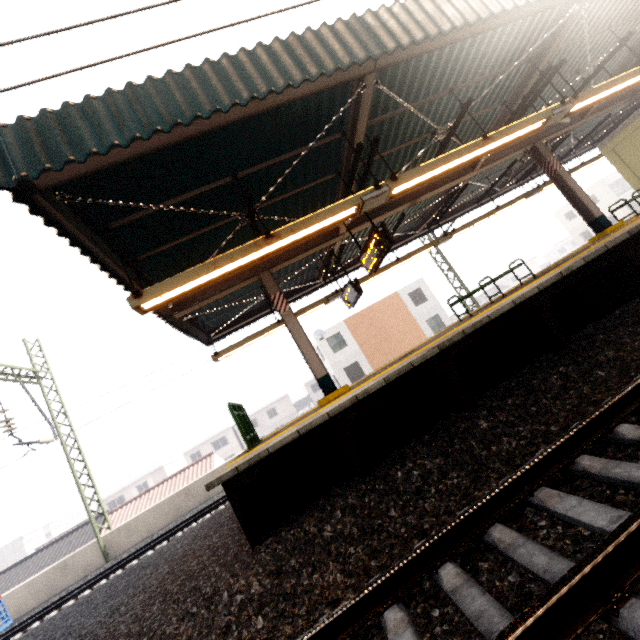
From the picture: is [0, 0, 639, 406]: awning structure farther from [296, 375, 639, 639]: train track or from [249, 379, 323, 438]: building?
[249, 379, 323, 438]: building

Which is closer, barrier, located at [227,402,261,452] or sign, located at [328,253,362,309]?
barrier, located at [227,402,261,452]

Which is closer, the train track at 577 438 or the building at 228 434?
the train track at 577 438

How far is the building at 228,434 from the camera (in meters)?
47.12

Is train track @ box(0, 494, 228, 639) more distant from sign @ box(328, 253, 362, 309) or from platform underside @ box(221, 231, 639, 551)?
sign @ box(328, 253, 362, 309)

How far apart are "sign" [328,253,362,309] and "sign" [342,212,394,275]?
1.34m

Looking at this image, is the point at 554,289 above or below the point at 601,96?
below

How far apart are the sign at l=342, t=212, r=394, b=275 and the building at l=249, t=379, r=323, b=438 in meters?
45.8 m
